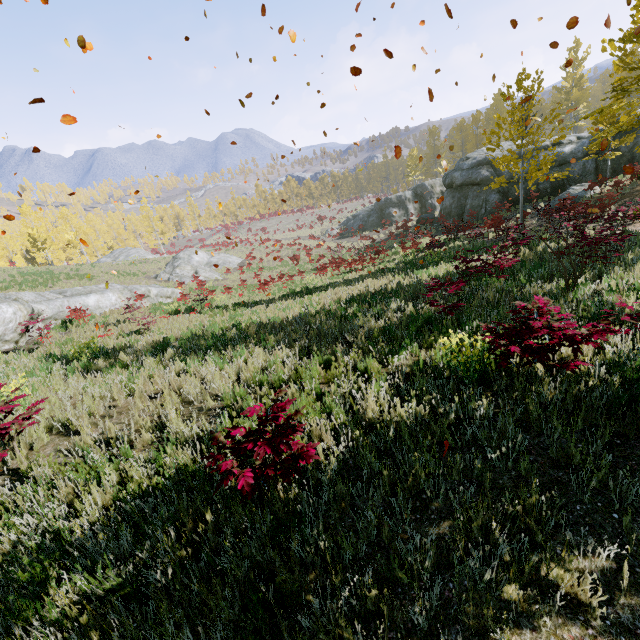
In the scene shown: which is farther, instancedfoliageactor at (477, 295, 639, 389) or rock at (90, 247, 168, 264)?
rock at (90, 247, 168, 264)

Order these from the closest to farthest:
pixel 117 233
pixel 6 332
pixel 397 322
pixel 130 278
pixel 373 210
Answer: pixel 397 322, pixel 6 332, pixel 130 278, pixel 373 210, pixel 117 233

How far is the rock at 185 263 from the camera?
28.12m

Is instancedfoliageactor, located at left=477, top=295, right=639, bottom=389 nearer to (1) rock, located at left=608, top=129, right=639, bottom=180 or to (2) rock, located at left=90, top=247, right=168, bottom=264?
(1) rock, located at left=608, top=129, right=639, bottom=180

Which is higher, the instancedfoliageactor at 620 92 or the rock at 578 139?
the instancedfoliageactor at 620 92

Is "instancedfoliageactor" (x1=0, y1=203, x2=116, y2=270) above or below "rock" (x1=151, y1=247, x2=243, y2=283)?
above

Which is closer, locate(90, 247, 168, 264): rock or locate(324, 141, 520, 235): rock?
locate(324, 141, 520, 235): rock

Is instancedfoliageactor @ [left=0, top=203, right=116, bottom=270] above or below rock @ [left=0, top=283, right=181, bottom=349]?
above
